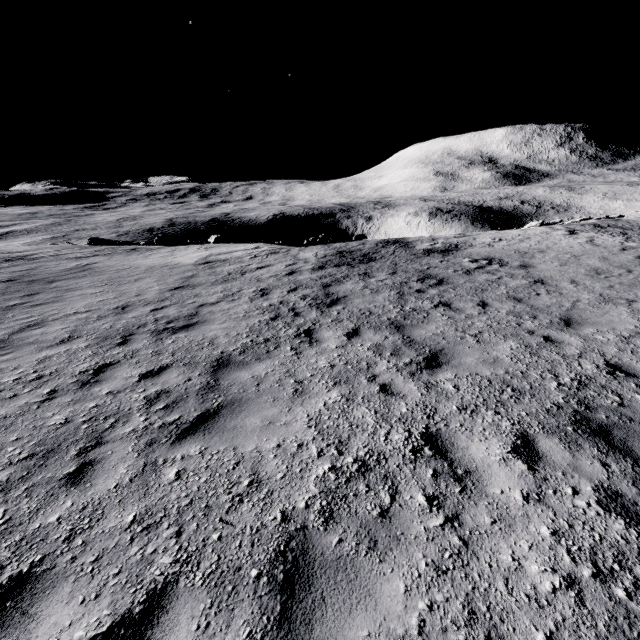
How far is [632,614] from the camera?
2.2 meters
